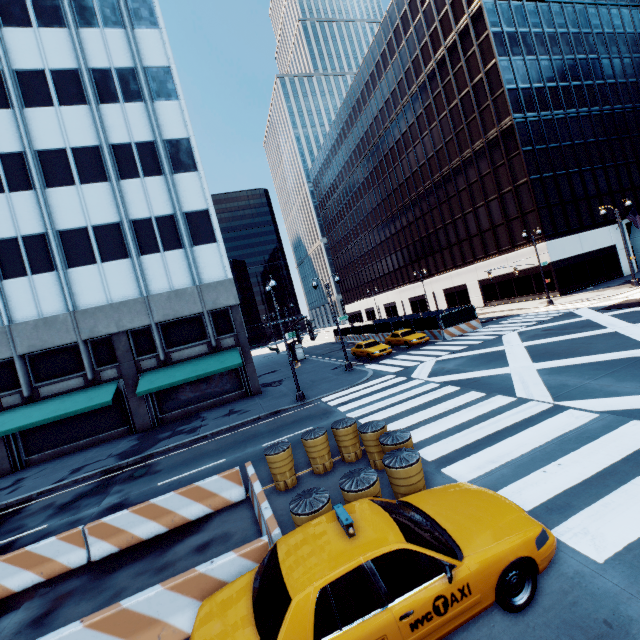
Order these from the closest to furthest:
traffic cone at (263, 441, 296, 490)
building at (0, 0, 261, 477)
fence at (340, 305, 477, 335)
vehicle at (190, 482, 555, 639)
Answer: vehicle at (190, 482, 555, 639) < traffic cone at (263, 441, 296, 490) < building at (0, 0, 261, 477) < fence at (340, 305, 477, 335)

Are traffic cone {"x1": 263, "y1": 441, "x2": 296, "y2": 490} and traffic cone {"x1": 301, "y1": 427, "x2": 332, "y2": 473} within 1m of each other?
yes

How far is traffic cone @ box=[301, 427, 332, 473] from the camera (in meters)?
9.51

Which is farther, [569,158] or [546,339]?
[569,158]

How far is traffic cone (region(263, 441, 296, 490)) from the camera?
9.1 meters

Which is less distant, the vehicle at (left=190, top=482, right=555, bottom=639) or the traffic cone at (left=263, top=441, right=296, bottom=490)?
the vehicle at (left=190, top=482, right=555, bottom=639)

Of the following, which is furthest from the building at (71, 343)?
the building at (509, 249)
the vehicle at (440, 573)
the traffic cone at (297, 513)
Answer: the building at (509, 249)

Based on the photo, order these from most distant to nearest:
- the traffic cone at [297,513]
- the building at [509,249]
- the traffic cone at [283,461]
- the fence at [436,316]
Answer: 1. the building at [509,249]
2. the fence at [436,316]
3. the traffic cone at [283,461]
4. the traffic cone at [297,513]
